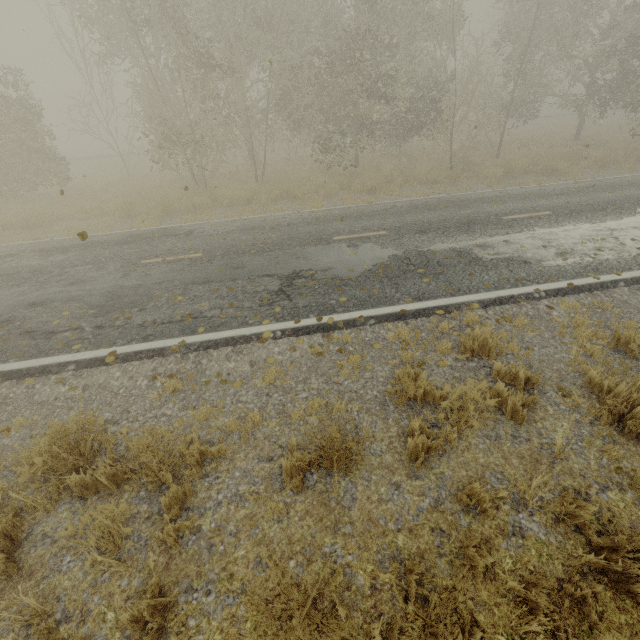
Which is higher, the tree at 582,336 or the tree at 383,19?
the tree at 383,19

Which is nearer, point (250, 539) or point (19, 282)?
point (250, 539)

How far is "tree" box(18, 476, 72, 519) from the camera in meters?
3.2

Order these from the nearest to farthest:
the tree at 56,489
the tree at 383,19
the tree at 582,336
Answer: the tree at 56,489 < the tree at 582,336 < the tree at 383,19

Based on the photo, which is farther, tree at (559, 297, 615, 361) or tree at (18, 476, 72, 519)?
tree at (559, 297, 615, 361)

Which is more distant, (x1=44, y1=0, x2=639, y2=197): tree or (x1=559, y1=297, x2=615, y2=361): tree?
(x1=44, y1=0, x2=639, y2=197): tree

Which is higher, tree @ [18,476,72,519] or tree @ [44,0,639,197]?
tree @ [44,0,639,197]
